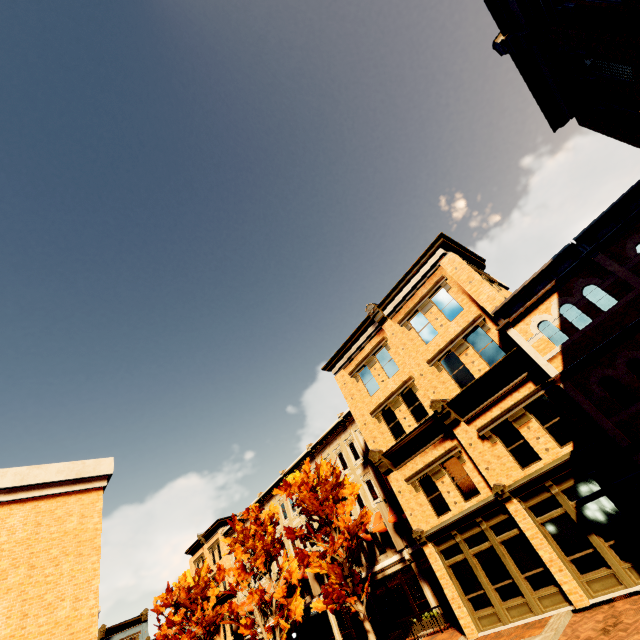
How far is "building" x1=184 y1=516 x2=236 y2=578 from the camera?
37.2m

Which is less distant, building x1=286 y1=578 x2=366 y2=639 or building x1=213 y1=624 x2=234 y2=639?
building x1=286 y1=578 x2=366 y2=639

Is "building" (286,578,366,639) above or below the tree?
below

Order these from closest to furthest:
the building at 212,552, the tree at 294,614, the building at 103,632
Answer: the tree at 294,614 < the building at 212,552 < the building at 103,632

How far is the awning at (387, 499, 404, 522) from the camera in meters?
20.6

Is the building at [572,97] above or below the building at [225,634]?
above

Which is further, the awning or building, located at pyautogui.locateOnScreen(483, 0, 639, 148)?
the awning

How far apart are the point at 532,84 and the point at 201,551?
55.0 meters
